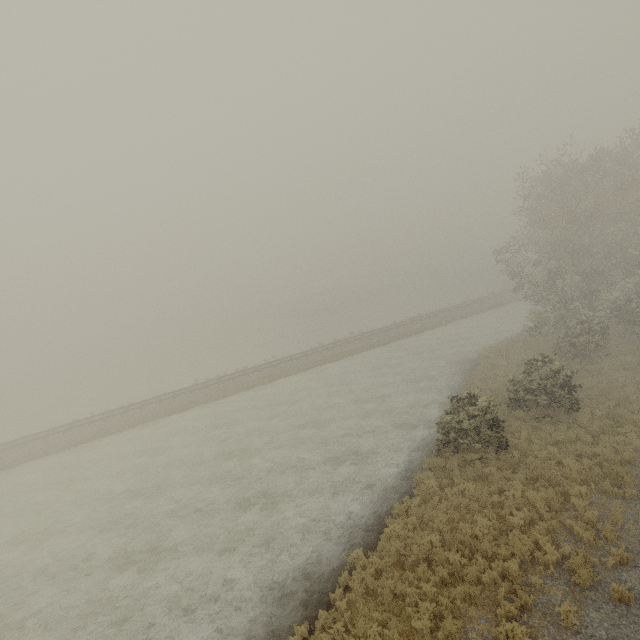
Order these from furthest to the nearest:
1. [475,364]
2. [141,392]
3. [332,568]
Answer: [141,392] < [475,364] < [332,568]
